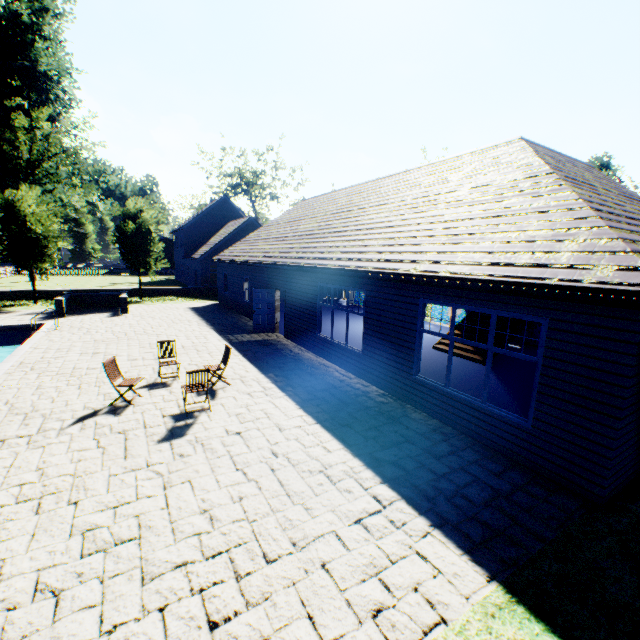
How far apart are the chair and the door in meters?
7.7 m

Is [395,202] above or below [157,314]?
above

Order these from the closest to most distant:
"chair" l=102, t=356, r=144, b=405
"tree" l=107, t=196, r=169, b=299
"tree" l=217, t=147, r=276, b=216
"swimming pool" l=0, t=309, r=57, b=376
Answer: "chair" l=102, t=356, r=144, b=405 < "swimming pool" l=0, t=309, r=57, b=376 < "tree" l=107, t=196, r=169, b=299 < "tree" l=217, t=147, r=276, b=216

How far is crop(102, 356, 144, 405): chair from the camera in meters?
7.9 m

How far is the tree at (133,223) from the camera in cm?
2377

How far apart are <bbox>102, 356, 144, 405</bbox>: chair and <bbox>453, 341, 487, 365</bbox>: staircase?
11.1 meters

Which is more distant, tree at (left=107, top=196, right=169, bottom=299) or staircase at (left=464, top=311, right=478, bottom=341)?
tree at (left=107, top=196, right=169, bottom=299)

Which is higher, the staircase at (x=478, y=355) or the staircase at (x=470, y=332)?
the staircase at (x=470, y=332)
